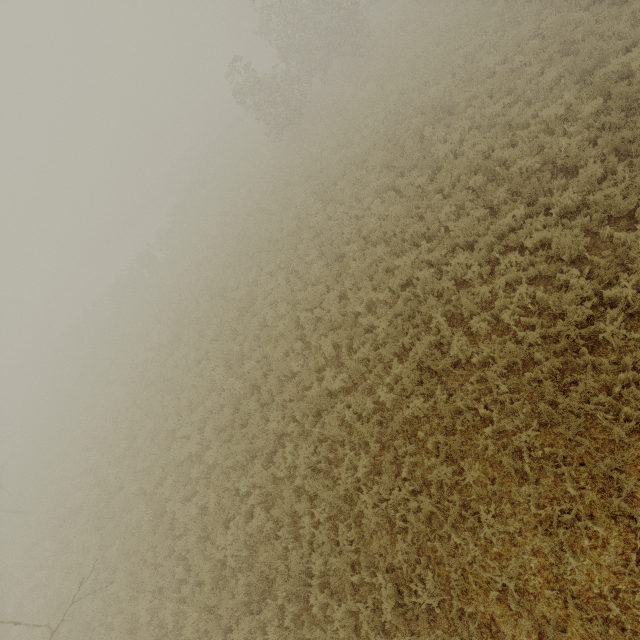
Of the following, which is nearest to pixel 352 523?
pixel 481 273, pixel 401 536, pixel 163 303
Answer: pixel 401 536
